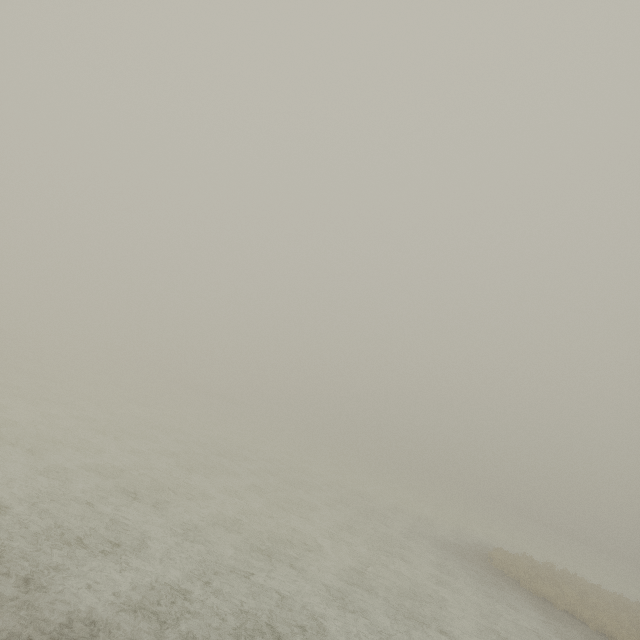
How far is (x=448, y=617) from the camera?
11.26m
